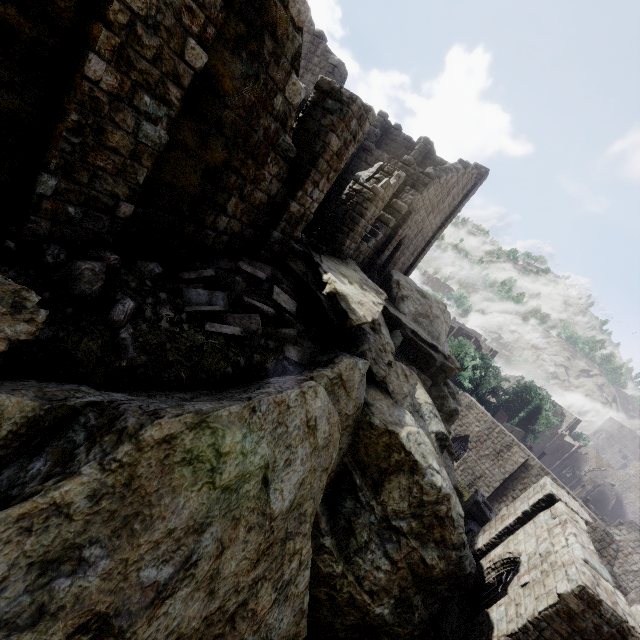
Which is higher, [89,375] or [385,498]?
[89,375]

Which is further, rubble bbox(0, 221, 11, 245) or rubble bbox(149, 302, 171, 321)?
rubble bbox(149, 302, 171, 321)

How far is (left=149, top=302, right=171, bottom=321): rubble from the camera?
5.7 meters

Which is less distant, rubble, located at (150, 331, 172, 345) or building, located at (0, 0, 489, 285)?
building, located at (0, 0, 489, 285)

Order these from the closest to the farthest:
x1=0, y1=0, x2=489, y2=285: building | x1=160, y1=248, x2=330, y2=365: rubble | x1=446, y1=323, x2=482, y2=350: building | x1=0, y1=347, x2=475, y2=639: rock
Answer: x1=0, y1=347, x2=475, y2=639: rock
x1=0, y1=0, x2=489, y2=285: building
x1=160, y1=248, x2=330, y2=365: rubble
x1=446, y1=323, x2=482, y2=350: building

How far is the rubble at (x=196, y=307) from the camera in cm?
679

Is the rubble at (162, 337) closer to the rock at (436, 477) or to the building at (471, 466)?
the rock at (436, 477)
